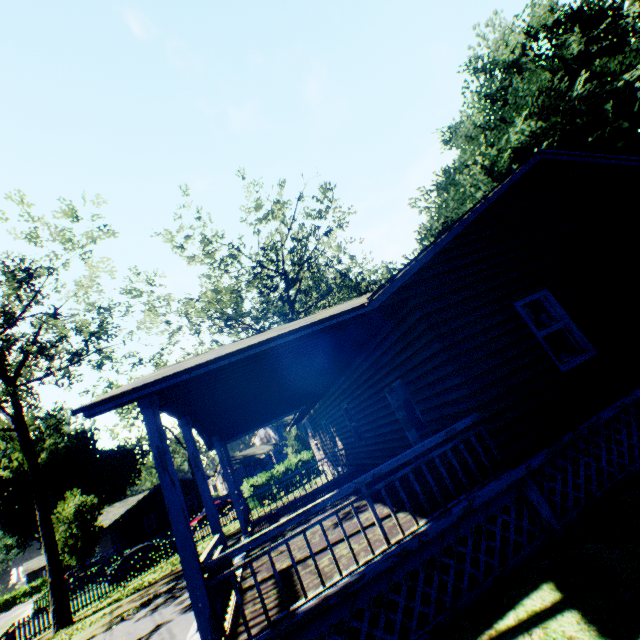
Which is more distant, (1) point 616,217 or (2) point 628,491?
(1) point 616,217

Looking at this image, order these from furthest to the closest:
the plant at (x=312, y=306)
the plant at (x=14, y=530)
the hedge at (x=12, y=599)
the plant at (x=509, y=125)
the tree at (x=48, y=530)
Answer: the hedge at (x=12, y=599), the plant at (x=14, y=530), the plant at (x=312, y=306), the plant at (x=509, y=125), the tree at (x=48, y=530)

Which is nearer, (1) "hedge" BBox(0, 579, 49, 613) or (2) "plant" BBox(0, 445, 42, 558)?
(2) "plant" BBox(0, 445, 42, 558)

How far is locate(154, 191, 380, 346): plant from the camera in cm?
2469

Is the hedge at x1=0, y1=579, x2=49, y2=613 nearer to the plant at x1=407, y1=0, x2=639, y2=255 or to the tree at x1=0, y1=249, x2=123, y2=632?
the plant at x1=407, y1=0, x2=639, y2=255

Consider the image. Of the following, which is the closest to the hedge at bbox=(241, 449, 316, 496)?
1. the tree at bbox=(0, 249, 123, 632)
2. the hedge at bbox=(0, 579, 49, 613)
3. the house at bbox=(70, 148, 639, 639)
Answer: the house at bbox=(70, 148, 639, 639)

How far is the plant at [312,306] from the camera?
24.7m
